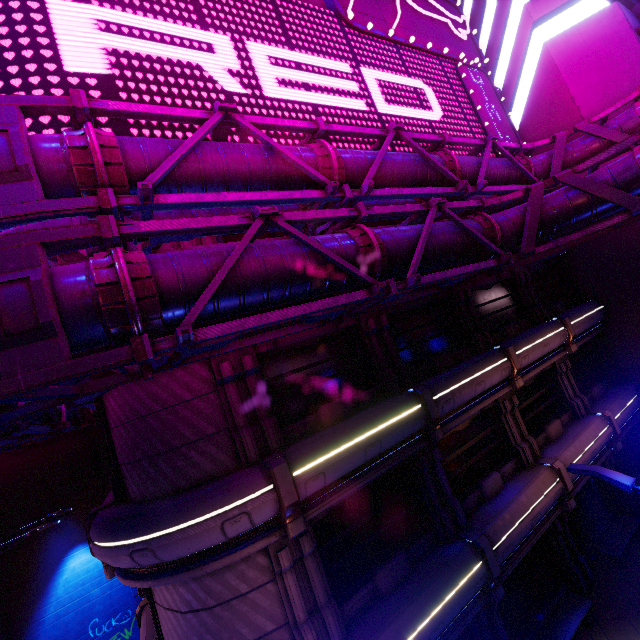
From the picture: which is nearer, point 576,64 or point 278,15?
point 278,15

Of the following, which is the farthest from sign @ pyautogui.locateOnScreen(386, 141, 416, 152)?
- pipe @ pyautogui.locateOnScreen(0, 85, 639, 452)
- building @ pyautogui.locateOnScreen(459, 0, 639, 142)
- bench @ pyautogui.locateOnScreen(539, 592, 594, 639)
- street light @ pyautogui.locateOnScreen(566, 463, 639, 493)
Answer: bench @ pyautogui.locateOnScreen(539, 592, 594, 639)

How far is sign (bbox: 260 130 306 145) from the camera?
9.2 meters

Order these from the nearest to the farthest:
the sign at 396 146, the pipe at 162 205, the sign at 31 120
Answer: the pipe at 162 205
the sign at 31 120
the sign at 396 146

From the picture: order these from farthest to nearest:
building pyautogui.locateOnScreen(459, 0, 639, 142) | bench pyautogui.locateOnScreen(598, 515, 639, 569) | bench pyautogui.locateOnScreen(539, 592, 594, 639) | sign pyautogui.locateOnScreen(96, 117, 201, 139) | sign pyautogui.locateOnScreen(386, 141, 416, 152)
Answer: building pyautogui.locateOnScreen(459, 0, 639, 142) < bench pyautogui.locateOnScreen(598, 515, 639, 569) < sign pyautogui.locateOnScreen(386, 141, 416, 152) < bench pyautogui.locateOnScreen(539, 592, 594, 639) < sign pyautogui.locateOnScreen(96, 117, 201, 139)

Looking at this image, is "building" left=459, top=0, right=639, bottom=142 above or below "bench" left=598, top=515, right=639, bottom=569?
above

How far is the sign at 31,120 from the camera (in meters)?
6.65

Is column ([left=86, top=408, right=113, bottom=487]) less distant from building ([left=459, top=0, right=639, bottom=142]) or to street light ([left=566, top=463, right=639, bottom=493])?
street light ([left=566, top=463, right=639, bottom=493])
